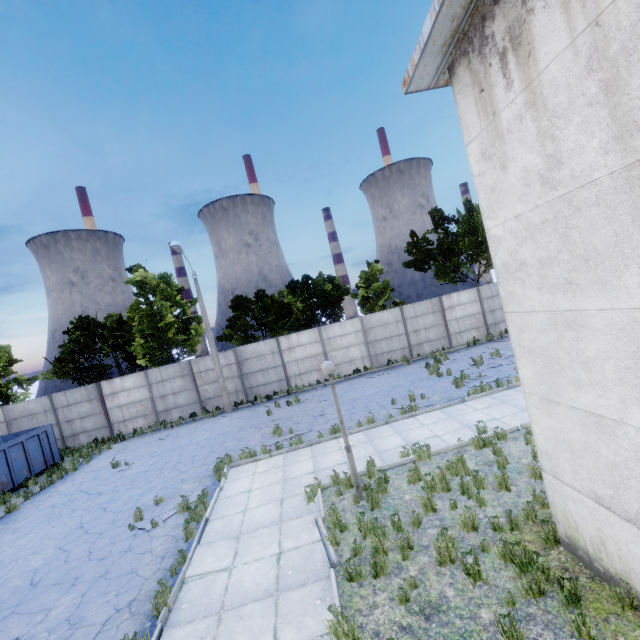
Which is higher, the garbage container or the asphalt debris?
the garbage container

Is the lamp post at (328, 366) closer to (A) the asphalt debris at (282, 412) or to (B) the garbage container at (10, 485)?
(A) the asphalt debris at (282, 412)

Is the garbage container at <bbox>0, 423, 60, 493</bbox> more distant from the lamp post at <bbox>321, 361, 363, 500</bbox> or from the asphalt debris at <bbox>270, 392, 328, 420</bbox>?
the lamp post at <bbox>321, 361, 363, 500</bbox>

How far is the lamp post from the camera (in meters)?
7.68

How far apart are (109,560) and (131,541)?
0.6m

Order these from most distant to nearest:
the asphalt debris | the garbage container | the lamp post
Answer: the asphalt debris
the garbage container
the lamp post

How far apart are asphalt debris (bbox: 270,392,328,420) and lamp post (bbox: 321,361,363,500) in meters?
8.4
